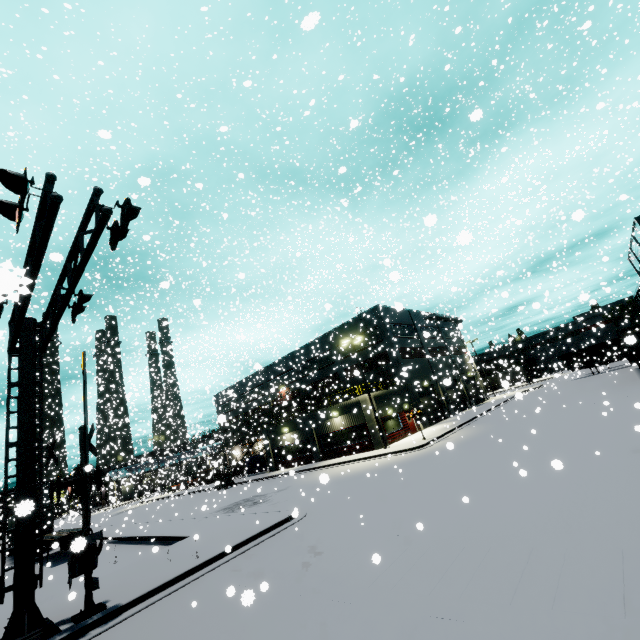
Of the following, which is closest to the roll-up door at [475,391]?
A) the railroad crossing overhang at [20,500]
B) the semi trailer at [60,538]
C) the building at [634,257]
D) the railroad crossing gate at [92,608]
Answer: the building at [634,257]

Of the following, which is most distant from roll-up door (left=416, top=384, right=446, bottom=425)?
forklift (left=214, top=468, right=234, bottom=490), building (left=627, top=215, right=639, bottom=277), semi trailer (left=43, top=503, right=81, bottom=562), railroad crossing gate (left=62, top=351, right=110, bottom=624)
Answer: railroad crossing gate (left=62, top=351, right=110, bottom=624)

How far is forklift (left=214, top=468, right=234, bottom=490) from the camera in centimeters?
3616cm

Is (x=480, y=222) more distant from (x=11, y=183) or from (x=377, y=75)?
(x=11, y=183)

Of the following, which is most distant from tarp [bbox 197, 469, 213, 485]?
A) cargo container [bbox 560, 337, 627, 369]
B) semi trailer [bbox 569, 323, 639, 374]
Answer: cargo container [bbox 560, 337, 627, 369]

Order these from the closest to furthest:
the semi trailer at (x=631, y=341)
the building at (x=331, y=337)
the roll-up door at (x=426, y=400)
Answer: the semi trailer at (x=631, y=341)
the building at (x=331, y=337)
the roll-up door at (x=426, y=400)

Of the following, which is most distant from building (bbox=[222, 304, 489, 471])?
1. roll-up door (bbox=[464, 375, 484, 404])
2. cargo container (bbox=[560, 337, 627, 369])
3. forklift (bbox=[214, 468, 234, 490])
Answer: forklift (bbox=[214, 468, 234, 490])
